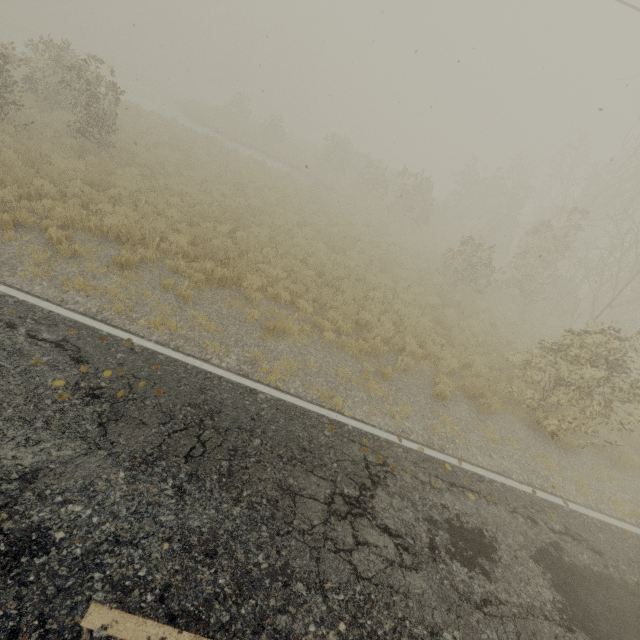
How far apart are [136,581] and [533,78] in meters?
15.5
